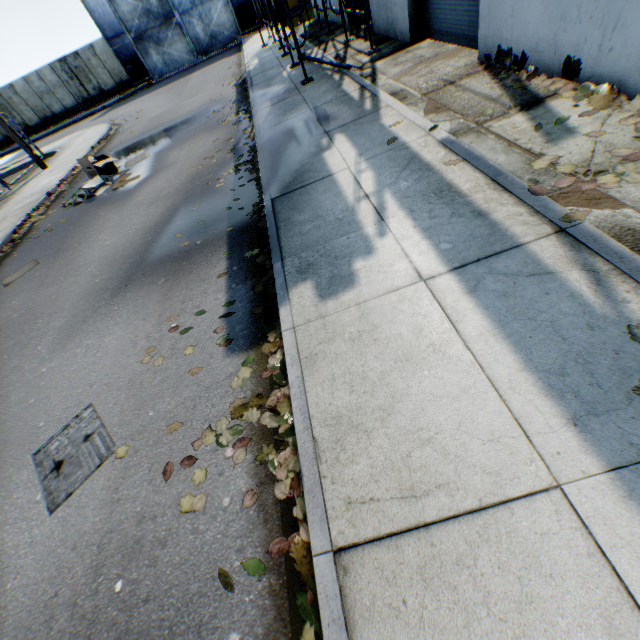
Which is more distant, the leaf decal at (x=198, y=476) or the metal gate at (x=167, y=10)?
the metal gate at (x=167, y=10)

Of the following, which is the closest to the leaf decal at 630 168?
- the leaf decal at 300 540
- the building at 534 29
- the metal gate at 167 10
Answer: the building at 534 29

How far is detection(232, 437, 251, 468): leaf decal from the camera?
2.7 meters

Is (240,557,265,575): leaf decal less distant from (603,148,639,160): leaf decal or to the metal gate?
(603,148,639,160): leaf decal

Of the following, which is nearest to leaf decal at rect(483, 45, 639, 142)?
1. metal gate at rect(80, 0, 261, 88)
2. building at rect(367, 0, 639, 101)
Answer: building at rect(367, 0, 639, 101)

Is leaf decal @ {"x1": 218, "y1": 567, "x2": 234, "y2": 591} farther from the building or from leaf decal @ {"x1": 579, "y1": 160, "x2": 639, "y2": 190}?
the building

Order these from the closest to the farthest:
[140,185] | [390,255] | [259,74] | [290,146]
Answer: [390,255] < [290,146] < [140,185] < [259,74]
